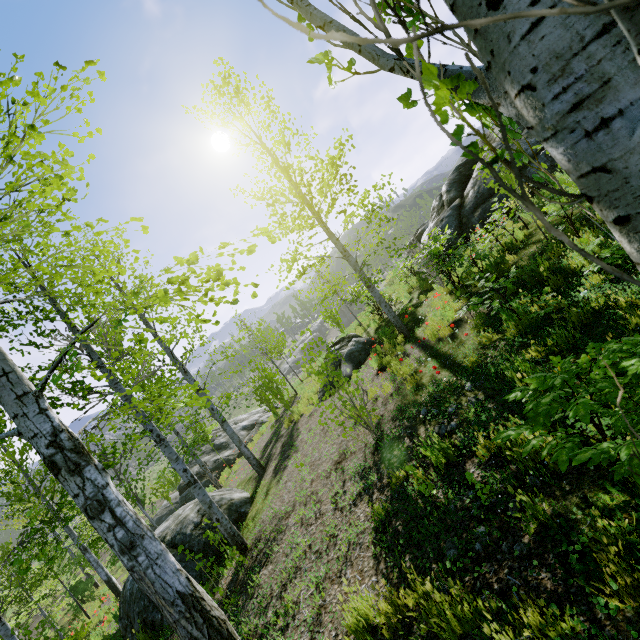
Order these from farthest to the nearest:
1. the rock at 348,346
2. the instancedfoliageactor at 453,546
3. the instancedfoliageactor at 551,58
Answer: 1. the rock at 348,346
2. the instancedfoliageactor at 453,546
3. the instancedfoliageactor at 551,58

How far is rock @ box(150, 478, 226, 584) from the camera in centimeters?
675cm

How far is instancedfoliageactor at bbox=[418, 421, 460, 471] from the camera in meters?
3.9 m

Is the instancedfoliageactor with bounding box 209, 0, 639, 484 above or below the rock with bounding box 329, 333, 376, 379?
above

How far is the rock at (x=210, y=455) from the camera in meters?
17.6 m

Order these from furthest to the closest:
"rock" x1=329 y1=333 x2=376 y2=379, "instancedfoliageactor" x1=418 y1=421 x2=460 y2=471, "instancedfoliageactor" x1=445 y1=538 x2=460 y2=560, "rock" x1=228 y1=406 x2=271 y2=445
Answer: "rock" x1=228 y1=406 x2=271 y2=445
"rock" x1=329 y1=333 x2=376 y2=379
"instancedfoliageactor" x1=418 y1=421 x2=460 y2=471
"instancedfoliageactor" x1=445 y1=538 x2=460 y2=560

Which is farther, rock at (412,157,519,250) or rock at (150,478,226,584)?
rock at (412,157,519,250)

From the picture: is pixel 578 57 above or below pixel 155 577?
above
